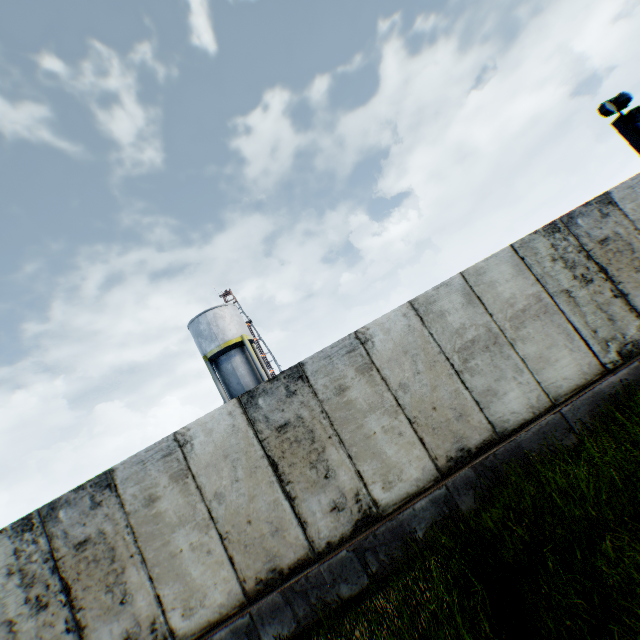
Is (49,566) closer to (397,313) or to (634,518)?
(397,313)

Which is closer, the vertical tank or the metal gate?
the metal gate

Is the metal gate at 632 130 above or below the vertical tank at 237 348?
below

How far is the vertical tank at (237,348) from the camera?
23.42m

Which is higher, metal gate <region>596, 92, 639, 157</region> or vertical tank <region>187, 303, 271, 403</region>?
vertical tank <region>187, 303, 271, 403</region>

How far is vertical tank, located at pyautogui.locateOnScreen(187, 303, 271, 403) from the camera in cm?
2342
